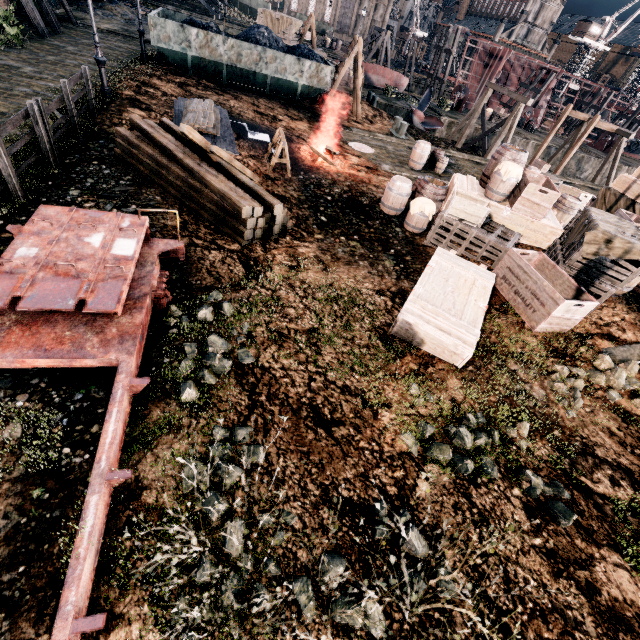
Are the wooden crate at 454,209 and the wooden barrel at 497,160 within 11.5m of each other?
yes

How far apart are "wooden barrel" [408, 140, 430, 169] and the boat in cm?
2344

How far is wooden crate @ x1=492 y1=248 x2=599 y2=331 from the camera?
7.55m

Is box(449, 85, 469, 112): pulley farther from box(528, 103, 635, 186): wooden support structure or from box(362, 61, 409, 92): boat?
box(528, 103, 635, 186): wooden support structure

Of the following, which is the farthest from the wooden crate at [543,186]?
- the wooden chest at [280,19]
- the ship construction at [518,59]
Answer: the ship construction at [518,59]

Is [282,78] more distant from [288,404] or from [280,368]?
[288,404]

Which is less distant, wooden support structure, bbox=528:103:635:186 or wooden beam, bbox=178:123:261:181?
wooden beam, bbox=178:123:261:181

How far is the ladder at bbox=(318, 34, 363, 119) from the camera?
20.2m
